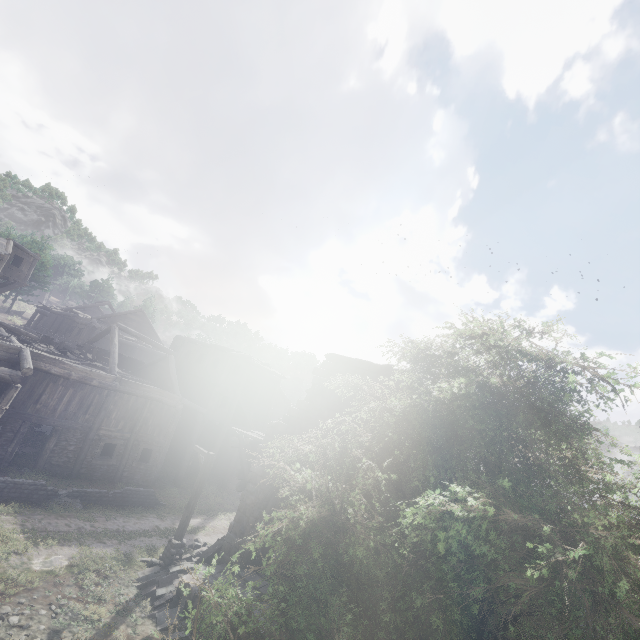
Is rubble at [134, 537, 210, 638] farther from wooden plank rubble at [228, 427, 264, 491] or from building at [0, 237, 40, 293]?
wooden plank rubble at [228, 427, 264, 491]

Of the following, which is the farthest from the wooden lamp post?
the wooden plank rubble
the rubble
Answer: the wooden plank rubble

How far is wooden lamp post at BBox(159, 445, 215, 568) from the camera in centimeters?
1309cm

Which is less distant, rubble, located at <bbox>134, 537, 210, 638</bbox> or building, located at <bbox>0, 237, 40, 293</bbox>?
rubble, located at <bbox>134, 537, 210, 638</bbox>

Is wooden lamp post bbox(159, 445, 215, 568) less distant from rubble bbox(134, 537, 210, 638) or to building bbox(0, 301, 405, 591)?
rubble bbox(134, 537, 210, 638)

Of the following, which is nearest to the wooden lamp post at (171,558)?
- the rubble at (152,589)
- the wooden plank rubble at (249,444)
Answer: the rubble at (152,589)

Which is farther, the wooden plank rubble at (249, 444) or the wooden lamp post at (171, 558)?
the wooden plank rubble at (249, 444)

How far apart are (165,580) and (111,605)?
1.92m
